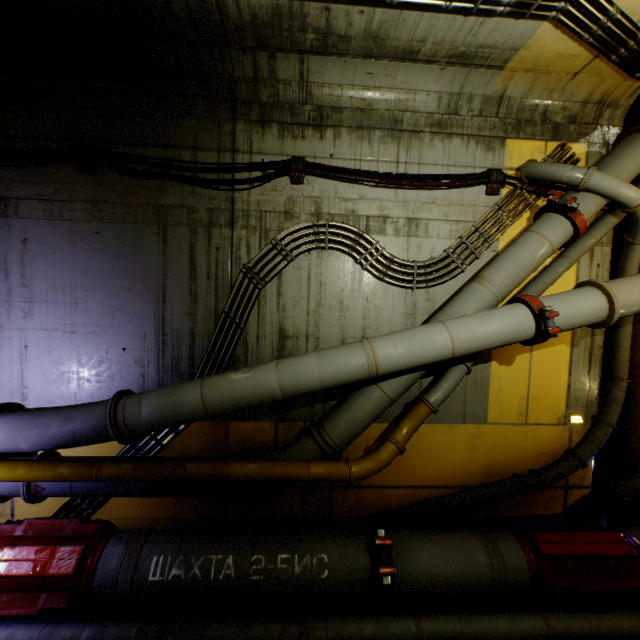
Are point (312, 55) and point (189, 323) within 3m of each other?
no

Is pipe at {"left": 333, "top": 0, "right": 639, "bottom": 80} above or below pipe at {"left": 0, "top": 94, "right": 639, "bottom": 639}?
above

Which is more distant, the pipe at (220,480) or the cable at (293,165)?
the cable at (293,165)

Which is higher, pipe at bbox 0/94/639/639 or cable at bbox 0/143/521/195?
cable at bbox 0/143/521/195

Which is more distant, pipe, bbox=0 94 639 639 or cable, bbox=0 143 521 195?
cable, bbox=0 143 521 195
